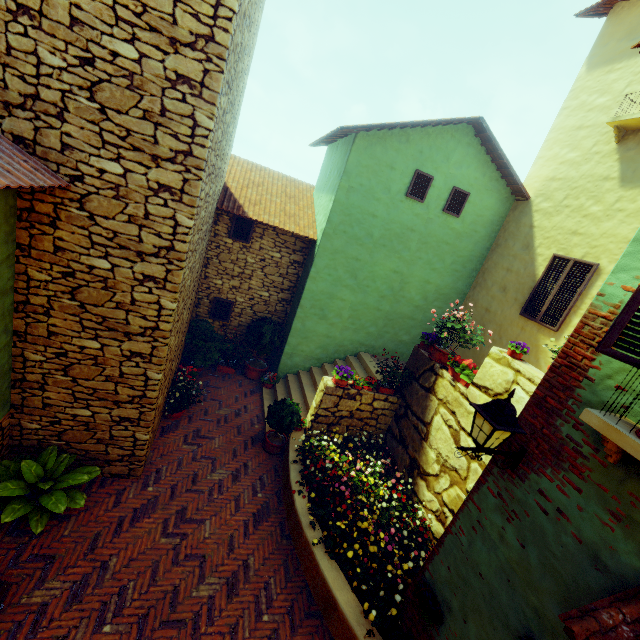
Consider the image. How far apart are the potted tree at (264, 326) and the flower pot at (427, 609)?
6.52m

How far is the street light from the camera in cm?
296

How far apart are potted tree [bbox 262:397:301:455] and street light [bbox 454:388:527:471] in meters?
4.5 m

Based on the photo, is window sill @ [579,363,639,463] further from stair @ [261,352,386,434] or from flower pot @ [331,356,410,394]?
stair @ [261,352,386,434]

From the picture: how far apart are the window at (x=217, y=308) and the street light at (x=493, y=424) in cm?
779

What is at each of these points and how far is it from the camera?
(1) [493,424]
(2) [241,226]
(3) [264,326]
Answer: (1) street light, 2.9m
(2) window, 8.9m
(3) potted tree, 9.4m

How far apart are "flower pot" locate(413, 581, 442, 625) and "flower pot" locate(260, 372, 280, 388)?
6.3 meters

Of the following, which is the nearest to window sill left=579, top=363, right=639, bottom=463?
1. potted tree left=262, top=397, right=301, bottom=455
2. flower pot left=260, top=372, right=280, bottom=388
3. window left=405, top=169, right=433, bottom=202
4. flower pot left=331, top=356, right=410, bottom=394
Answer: window left=405, top=169, right=433, bottom=202
